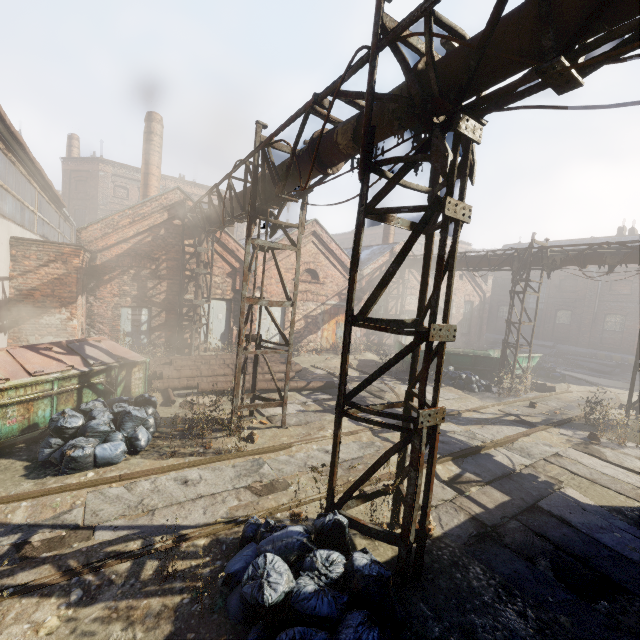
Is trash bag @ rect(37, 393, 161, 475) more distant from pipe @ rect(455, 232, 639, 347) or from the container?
the container

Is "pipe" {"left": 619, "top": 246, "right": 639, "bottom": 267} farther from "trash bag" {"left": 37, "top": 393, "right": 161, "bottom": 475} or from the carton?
"trash bag" {"left": 37, "top": 393, "right": 161, "bottom": 475}

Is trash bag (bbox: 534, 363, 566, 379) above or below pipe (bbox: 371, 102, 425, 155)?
below

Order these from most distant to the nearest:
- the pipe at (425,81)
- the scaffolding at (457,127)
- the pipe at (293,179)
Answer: the pipe at (293,179) < the pipe at (425,81) < the scaffolding at (457,127)

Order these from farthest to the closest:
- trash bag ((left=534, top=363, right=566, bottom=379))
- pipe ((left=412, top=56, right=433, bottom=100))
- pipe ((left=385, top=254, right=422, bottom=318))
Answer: pipe ((left=385, top=254, right=422, bottom=318)) → trash bag ((left=534, top=363, right=566, bottom=379)) → pipe ((left=412, top=56, right=433, bottom=100))

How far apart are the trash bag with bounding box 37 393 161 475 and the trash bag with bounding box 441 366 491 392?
11.5 meters

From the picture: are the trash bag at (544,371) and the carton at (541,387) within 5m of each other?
yes

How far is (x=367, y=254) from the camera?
22.4 meters
